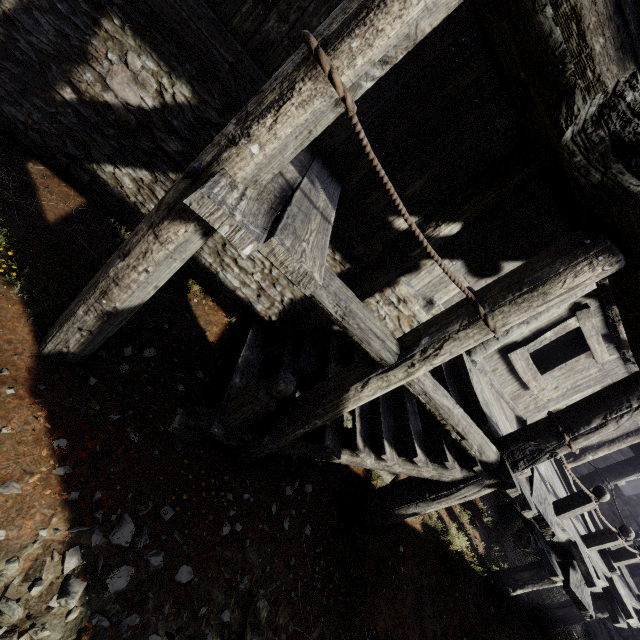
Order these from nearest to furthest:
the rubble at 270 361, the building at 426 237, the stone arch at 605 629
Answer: the building at 426 237 → the rubble at 270 361 → the stone arch at 605 629

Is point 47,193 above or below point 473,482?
below

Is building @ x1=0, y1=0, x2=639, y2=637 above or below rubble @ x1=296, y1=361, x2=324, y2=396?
above

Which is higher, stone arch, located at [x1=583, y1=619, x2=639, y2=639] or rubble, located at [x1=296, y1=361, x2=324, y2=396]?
stone arch, located at [x1=583, y1=619, x2=639, y2=639]

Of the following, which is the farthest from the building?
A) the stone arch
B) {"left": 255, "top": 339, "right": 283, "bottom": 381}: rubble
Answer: {"left": 255, "top": 339, "right": 283, "bottom": 381}: rubble

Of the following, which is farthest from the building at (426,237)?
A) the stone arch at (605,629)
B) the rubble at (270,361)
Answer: the rubble at (270,361)

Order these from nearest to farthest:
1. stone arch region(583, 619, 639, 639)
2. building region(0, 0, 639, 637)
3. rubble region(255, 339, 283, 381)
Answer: building region(0, 0, 639, 637) → rubble region(255, 339, 283, 381) → stone arch region(583, 619, 639, 639)
